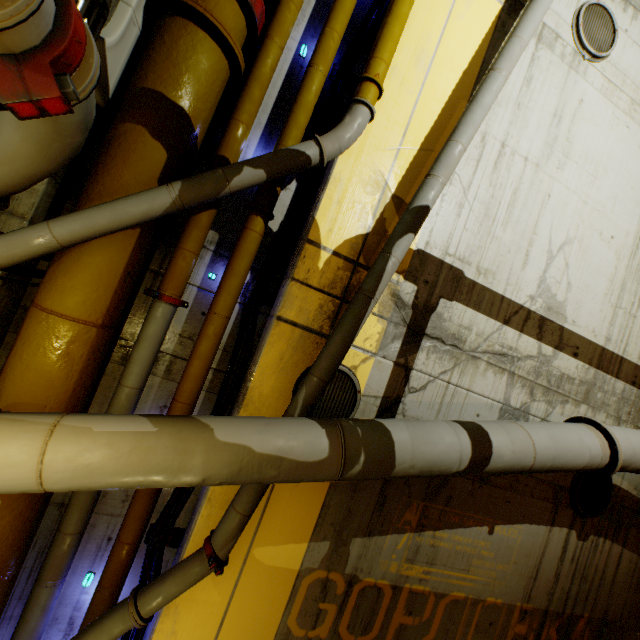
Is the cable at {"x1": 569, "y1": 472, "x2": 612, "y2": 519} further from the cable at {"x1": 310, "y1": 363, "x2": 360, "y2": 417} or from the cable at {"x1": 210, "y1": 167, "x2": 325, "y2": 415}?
the cable at {"x1": 210, "y1": 167, "x2": 325, "y2": 415}

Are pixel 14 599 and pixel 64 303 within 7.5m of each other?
yes

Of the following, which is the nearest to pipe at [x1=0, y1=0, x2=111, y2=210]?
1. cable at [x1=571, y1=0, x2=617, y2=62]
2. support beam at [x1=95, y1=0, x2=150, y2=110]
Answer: support beam at [x1=95, y1=0, x2=150, y2=110]

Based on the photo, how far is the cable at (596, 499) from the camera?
4.9 meters

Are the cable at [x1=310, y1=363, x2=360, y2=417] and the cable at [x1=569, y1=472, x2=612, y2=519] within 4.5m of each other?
yes

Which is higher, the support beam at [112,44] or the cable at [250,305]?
the support beam at [112,44]

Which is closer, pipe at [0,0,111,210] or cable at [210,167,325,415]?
pipe at [0,0,111,210]

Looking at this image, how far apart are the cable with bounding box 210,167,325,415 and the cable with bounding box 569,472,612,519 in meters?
5.2
